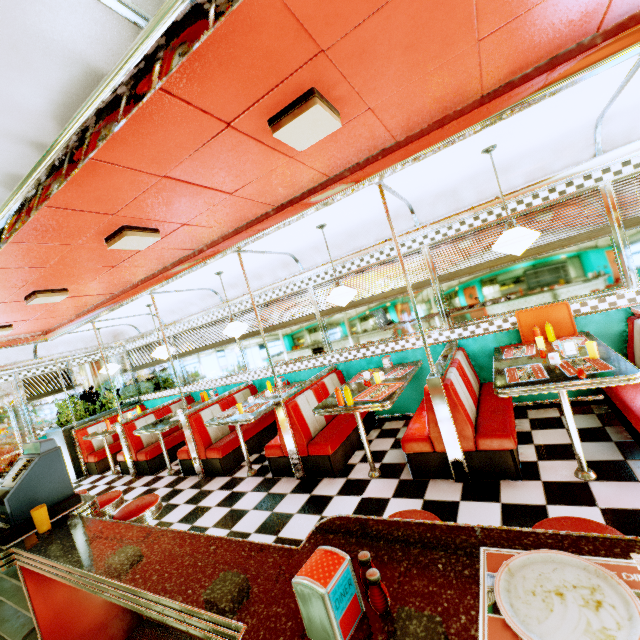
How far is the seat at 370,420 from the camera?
4.9 meters

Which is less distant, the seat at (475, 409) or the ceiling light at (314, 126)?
the ceiling light at (314, 126)

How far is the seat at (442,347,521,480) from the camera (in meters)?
3.00

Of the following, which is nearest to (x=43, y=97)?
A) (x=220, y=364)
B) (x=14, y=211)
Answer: (x=14, y=211)

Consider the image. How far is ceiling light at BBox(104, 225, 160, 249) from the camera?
2.8 meters

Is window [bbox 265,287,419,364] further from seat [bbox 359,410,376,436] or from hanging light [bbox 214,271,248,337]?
hanging light [bbox 214,271,248,337]

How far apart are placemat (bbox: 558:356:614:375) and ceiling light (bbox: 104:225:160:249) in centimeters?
388cm

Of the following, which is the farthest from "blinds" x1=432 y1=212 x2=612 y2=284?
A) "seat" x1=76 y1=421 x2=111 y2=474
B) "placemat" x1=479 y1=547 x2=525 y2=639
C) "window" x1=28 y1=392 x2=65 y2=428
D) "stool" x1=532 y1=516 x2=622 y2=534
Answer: "window" x1=28 y1=392 x2=65 y2=428
